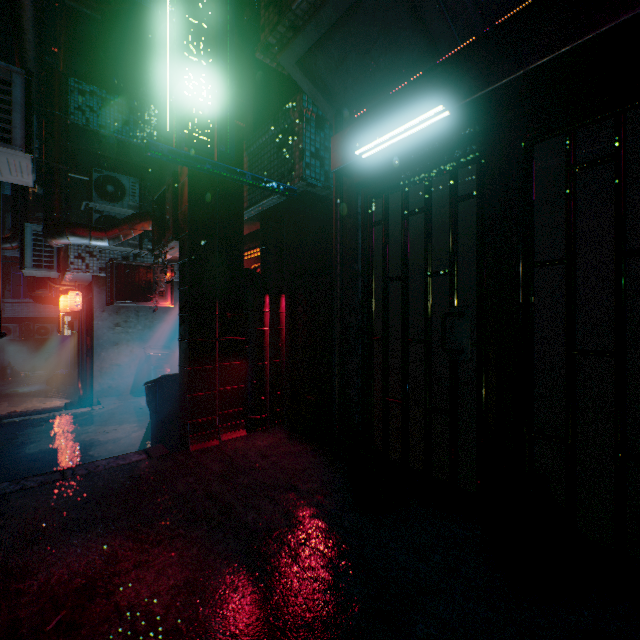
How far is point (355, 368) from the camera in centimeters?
276cm

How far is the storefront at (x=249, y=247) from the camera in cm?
472

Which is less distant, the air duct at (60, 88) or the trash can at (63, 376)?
the air duct at (60, 88)

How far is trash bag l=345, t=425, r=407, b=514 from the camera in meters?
2.1 m

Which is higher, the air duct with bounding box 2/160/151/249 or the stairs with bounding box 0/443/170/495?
the air duct with bounding box 2/160/151/249

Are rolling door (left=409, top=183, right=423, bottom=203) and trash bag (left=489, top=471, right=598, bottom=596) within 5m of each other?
yes

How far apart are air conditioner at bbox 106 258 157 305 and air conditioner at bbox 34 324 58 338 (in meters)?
13.05

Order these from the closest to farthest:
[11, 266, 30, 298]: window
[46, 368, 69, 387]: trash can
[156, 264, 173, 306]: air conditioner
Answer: [156, 264, 173, 306]: air conditioner, [46, 368, 69, 387]: trash can, [11, 266, 30, 298]: window
